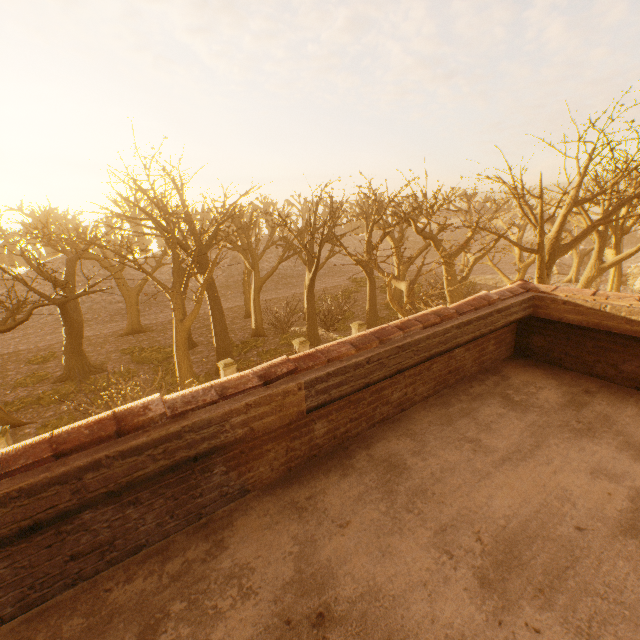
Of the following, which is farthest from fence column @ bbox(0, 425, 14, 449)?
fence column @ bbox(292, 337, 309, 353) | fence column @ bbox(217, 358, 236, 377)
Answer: fence column @ bbox(292, 337, 309, 353)

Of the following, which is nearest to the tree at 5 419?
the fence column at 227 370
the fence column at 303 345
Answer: the fence column at 227 370

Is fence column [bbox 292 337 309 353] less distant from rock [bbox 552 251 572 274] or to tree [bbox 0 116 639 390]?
tree [bbox 0 116 639 390]

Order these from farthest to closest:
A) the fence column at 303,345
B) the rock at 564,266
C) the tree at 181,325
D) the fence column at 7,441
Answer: the rock at 564,266, the fence column at 303,345, the tree at 181,325, the fence column at 7,441

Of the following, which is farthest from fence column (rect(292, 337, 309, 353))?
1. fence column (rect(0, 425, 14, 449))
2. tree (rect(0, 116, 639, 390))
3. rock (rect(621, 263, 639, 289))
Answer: rock (rect(621, 263, 639, 289))

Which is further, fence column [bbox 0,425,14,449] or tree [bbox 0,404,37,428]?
tree [bbox 0,404,37,428]

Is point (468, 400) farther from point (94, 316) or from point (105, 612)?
point (94, 316)

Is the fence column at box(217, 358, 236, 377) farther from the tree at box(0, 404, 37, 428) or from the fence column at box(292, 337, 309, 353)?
the fence column at box(292, 337, 309, 353)
